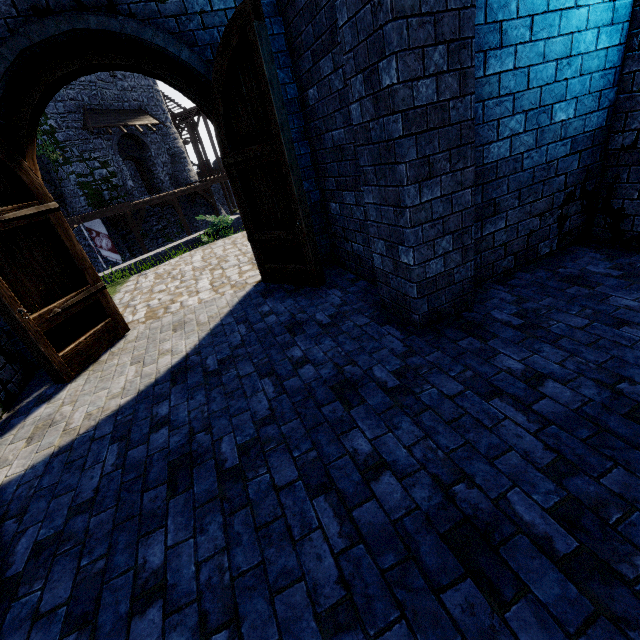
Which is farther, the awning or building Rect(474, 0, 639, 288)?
the awning

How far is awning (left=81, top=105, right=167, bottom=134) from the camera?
19.84m

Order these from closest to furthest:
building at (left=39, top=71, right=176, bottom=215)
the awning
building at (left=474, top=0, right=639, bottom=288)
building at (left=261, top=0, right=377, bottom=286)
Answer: building at (left=474, top=0, right=639, bottom=288), building at (left=261, top=0, right=377, bottom=286), building at (left=39, top=71, right=176, bottom=215), the awning

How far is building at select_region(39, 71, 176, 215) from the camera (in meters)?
19.08

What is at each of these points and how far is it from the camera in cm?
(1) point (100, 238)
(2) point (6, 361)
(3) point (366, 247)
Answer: (1) flag, 1833
(2) building, 428
(3) building, 455

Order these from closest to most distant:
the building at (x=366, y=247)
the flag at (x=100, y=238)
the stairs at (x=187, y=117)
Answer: the building at (x=366, y=247) → the flag at (x=100, y=238) → the stairs at (x=187, y=117)

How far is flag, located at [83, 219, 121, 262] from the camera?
17.88m

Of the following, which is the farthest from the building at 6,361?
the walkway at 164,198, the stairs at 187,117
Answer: the stairs at 187,117
